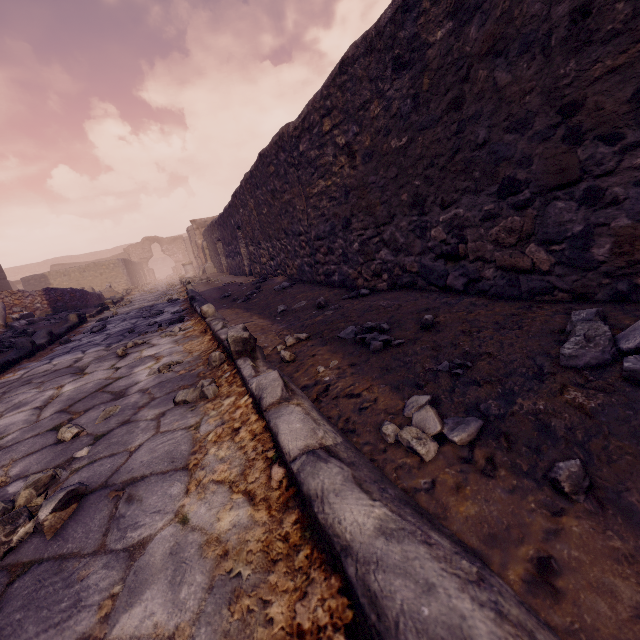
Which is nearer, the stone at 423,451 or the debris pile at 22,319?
the stone at 423,451

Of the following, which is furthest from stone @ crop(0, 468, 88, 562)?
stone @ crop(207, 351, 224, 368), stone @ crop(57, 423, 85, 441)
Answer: stone @ crop(207, 351, 224, 368)

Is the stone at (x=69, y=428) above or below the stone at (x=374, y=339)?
below

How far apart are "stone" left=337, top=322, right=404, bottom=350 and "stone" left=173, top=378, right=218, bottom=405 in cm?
69

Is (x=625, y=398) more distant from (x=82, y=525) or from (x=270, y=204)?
(x=270, y=204)

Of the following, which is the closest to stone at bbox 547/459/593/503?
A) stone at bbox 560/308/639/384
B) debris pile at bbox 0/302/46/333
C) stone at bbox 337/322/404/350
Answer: stone at bbox 560/308/639/384

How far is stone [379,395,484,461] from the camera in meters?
0.8

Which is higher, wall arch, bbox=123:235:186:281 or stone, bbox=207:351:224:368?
wall arch, bbox=123:235:186:281
